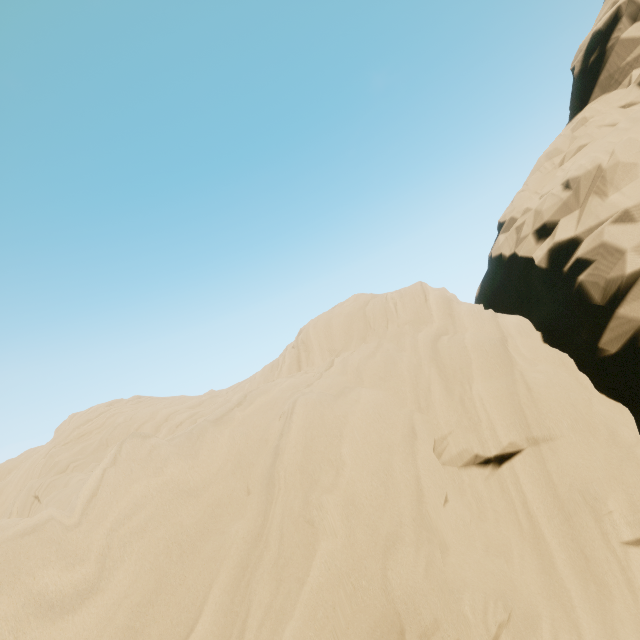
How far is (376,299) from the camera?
16.0m
